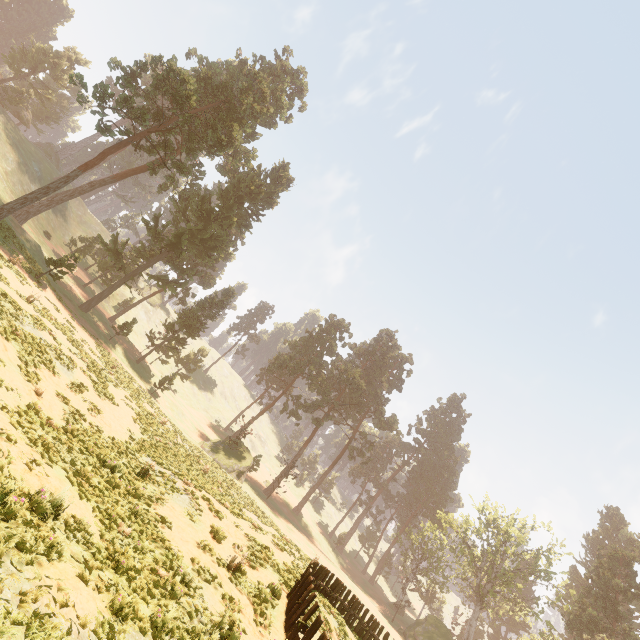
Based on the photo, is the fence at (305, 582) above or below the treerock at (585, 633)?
below

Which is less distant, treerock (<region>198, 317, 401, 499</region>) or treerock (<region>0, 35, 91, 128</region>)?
treerock (<region>198, 317, 401, 499</region>)

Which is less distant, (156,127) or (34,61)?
(156,127)

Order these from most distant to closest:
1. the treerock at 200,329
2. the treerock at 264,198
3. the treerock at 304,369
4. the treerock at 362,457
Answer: the treerock at 362,457 < the treerock at 200,329 < the treerock at 304,369 < the treerock at 264,198

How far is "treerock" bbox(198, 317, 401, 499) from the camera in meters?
39.4 m
